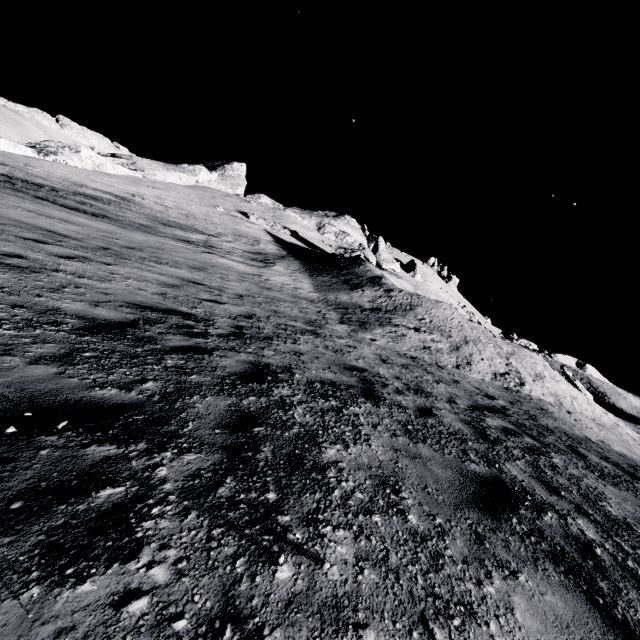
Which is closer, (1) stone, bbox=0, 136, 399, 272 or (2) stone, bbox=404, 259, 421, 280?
(1) stone, bbox=0, 136, 399, 272

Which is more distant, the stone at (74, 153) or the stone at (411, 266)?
the stone at (411, 266)

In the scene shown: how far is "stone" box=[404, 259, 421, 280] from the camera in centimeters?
5491cm

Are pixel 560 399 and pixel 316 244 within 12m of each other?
no

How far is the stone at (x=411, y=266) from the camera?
54.91m
